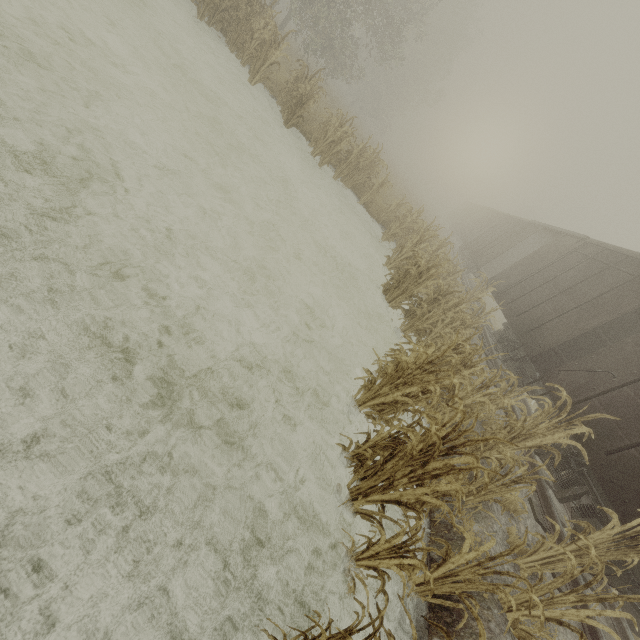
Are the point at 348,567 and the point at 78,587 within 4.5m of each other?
yes

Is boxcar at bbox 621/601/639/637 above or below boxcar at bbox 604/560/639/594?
below

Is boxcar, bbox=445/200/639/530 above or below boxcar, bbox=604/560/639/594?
above

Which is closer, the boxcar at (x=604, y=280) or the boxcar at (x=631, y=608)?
the boxcar at (x=631, y=608)

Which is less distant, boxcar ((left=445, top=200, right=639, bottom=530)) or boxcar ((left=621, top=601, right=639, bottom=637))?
boxcar ((left=621, top=601, right=639, bottom=637))
